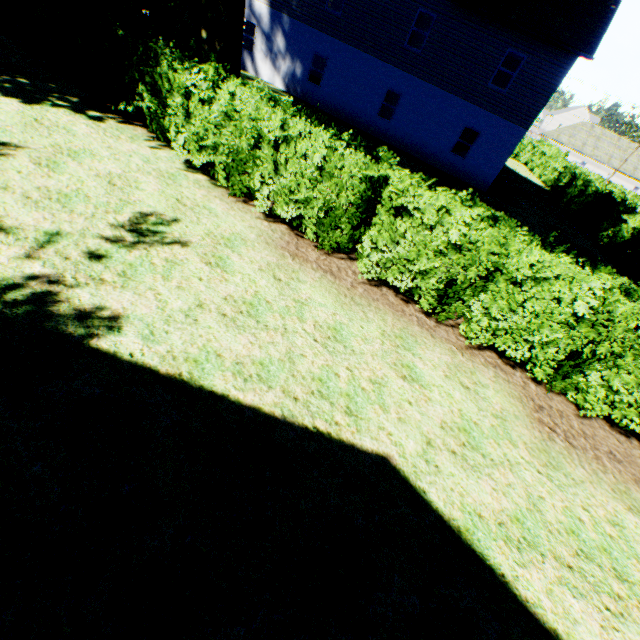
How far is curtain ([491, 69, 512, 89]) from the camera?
23.6m

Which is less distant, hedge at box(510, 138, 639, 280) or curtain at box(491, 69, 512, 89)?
hedge at box(510, 138, 639, 280)

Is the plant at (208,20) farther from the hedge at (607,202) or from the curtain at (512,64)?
the curtain at (512,64)

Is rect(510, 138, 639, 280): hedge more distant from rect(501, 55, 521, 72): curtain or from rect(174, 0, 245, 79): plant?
rect(501, 55, 521, 72): curtain

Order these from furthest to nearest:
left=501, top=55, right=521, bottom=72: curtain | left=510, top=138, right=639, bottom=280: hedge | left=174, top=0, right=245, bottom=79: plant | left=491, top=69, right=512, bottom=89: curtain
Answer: left=491, top=69, right=512, bottom=89: curtain < left=501, top=55, right=521, bottom=72: curtain < left=510, top=138, right=639, bottom=280: hedge < left=174, top=0, right=245, bottom=79: plant

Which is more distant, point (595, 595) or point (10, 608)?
point (595, 595)

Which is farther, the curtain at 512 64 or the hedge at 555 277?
the curtain at 512 64
